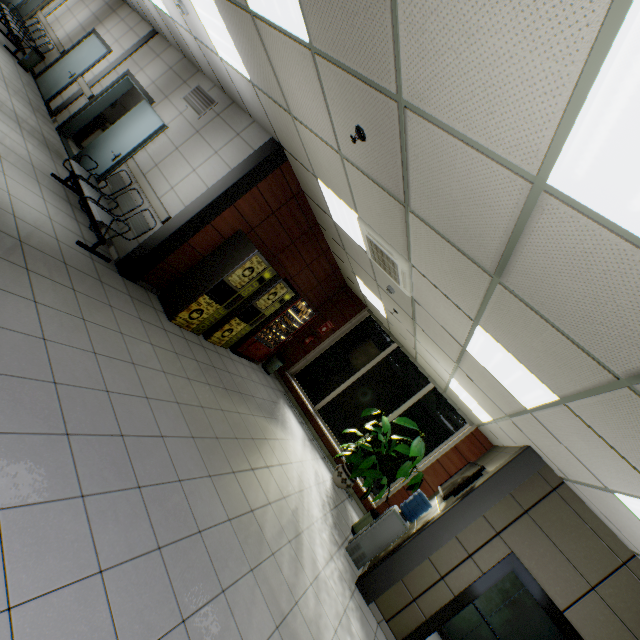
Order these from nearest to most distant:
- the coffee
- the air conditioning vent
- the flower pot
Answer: the air conditioning vent
the coffee
the flower pot

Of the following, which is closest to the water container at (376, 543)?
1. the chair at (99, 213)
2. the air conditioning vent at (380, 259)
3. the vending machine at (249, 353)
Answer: the air conditioning vent at (380, 259)

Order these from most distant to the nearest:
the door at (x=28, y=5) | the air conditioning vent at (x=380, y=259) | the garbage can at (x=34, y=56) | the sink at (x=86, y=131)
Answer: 1. the door at (x=28, y=5)
2. the garbage can at (x=34, y=56)
3. the sink at (x=86, y=131)
4. the air conditioning vent at (x=380, y=259)

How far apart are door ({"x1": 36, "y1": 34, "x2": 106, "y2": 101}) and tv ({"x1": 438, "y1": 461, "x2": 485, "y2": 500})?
12.6 meters

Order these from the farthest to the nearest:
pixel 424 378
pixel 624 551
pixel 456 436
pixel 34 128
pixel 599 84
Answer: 1. pixel 424 378
2. pixel 456 436
3. pixel 34 128
4. pixel 624 551
5. pixel 599 84

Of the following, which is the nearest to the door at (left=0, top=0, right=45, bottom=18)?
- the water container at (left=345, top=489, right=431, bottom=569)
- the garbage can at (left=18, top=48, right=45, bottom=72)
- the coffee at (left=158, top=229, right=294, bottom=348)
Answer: the garbage can at (left=18, top=48, right=45, bottom=72)

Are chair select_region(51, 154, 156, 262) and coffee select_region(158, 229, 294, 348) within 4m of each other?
yes

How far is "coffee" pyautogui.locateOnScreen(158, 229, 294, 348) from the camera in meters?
5.5 m
